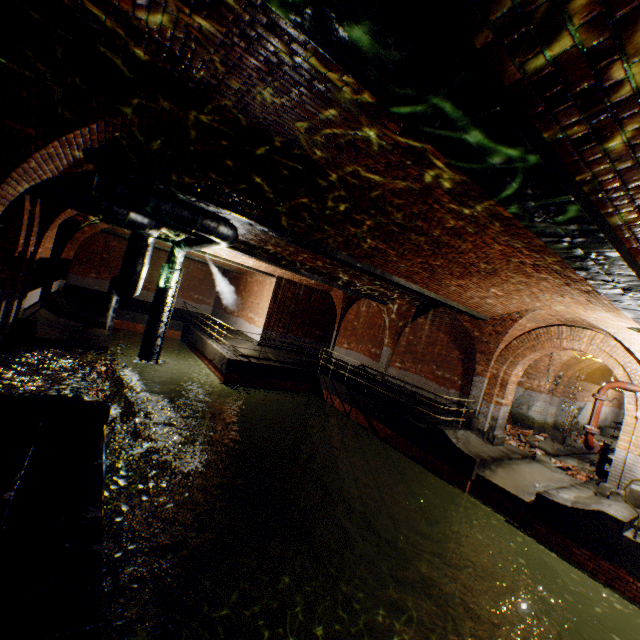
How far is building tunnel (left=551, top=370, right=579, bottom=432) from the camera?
16.4 meters

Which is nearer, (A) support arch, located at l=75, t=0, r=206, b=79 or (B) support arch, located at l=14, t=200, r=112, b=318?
(A) support arch, located at l=75, t=0, r=206, b=79

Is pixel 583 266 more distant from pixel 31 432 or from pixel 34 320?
pixel 34 320

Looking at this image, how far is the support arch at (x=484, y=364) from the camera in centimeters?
1050cm

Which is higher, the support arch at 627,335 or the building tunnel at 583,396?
the support arch at 627,335

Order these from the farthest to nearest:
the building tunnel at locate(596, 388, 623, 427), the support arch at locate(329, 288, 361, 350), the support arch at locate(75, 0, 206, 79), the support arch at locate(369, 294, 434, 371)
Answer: the building tunnel at locate(596, 388, 623, 427), the support arch at locate(329, 288, 361, 350), the support arch at locate(369, 294, 434, 371), the support arch at locate(75, 0, 206, 79)

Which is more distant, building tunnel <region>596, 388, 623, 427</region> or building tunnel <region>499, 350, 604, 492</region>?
building tunnel <region>596, 388, 623, 427</region>

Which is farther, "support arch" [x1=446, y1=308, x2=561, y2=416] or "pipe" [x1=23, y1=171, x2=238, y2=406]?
"support arch" [x1=446, y1=308, x2=561, y2=416]
